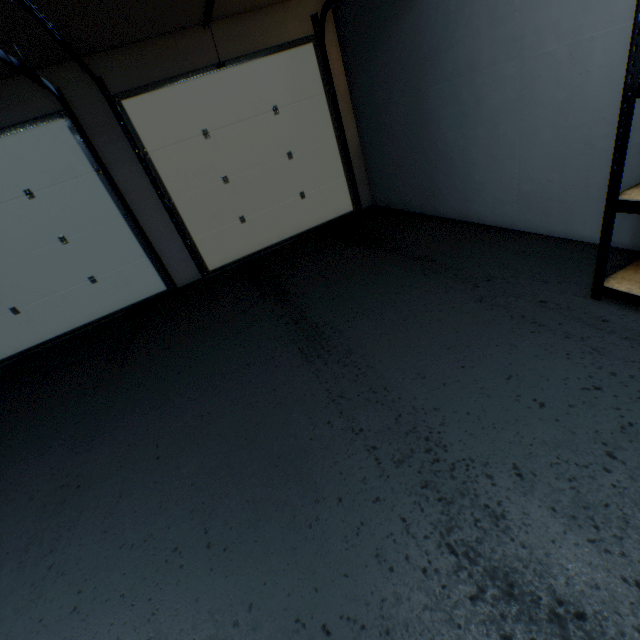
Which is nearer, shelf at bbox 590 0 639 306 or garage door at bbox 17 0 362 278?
shelf at bbox 590 0 639 306

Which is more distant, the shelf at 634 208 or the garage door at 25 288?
the garage door at 25 288

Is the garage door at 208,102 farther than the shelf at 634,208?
Yes

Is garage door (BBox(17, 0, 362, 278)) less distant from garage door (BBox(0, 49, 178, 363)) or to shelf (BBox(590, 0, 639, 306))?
garage door (BBox(0, 49, 178, 363))

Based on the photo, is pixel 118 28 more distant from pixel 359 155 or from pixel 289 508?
pixel 289 508

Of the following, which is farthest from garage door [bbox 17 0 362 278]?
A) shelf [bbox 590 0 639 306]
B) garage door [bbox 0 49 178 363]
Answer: shelf [bbox 590 0 639 306]
